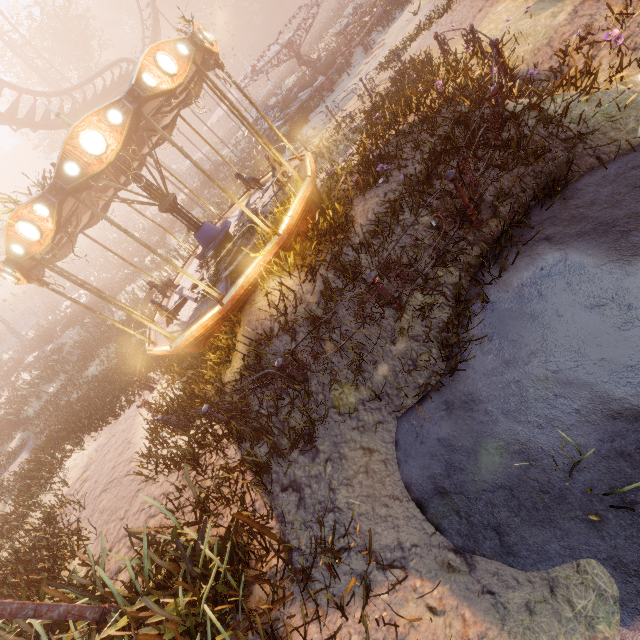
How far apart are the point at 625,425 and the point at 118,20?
86.8 meters

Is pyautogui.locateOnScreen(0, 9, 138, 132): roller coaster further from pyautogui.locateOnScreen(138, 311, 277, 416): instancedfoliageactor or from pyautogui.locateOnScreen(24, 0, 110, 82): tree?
pyautogui.locateOnScreen(138, 311, 277, 416): instancedfoliageactor

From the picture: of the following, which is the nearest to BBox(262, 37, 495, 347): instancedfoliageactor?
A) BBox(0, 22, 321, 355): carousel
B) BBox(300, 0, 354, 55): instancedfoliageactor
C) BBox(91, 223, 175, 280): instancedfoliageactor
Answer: BBox(0, 22, 321, 355): carousel

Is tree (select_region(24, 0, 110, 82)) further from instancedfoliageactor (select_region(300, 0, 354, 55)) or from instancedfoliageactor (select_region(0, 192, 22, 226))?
instancedfoliageactor (select_region(0, 192, 22, 226))

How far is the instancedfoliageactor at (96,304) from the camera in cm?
1675

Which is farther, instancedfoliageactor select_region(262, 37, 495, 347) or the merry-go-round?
the merry-go-round

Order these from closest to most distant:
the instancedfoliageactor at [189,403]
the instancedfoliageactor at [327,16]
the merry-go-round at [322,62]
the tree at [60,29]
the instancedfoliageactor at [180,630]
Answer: the instancedfoliageactor at [180,630], the instancedfoliageactor at [189,403], the merry-go-round at [322,62], the tree at [60,29], the instancedfoliageactor at [327,16]

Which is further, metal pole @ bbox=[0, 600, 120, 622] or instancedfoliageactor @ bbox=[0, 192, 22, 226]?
instancedfoliageactor @ bbox=[0, 192, 22, 226]
